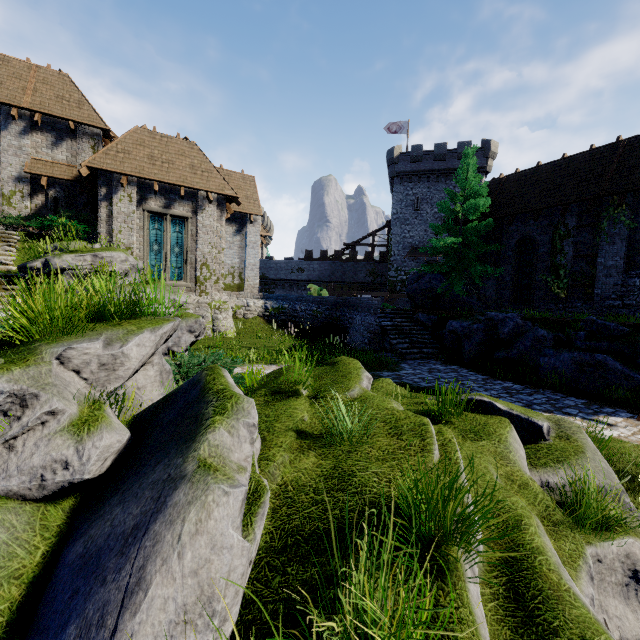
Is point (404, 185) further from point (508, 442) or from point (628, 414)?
point (508, 442)

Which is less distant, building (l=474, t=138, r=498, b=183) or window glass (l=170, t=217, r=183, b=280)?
window glass (l=170, t=217, r=183, b=280)

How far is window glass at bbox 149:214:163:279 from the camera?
16.50m

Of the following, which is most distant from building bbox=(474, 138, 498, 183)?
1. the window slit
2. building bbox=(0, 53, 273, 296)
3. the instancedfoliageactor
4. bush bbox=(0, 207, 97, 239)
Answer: the instancedfoliageactor

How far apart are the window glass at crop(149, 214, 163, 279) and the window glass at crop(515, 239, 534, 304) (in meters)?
20.16

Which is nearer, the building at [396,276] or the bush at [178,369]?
the bush at [178,369]

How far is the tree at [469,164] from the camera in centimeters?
1783cm

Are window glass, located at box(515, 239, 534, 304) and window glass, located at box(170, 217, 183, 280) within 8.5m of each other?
no
